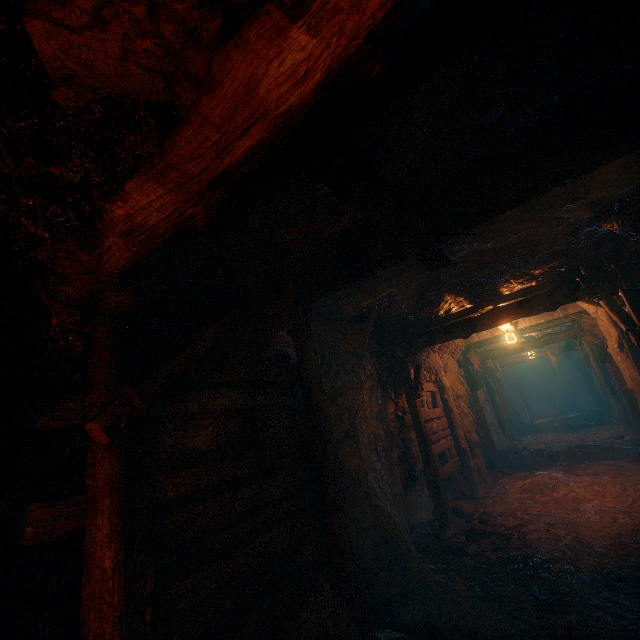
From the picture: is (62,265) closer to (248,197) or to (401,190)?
(248,197)

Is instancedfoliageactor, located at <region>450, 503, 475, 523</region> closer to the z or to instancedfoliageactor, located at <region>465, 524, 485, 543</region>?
the z

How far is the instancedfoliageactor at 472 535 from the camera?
5.82m

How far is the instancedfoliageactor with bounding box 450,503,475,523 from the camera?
6.9 meters

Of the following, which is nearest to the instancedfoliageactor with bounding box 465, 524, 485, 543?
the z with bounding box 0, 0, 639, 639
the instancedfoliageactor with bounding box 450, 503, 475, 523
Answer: the z with bounding box 0, 0, 639, 639

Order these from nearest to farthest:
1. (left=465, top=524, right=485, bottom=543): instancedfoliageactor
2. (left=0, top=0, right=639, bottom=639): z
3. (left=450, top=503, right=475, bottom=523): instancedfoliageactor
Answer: (left=0, top=0, right=639, bottom=639): z, (left=465, top=524, right=485, bottom=543): instancedfoliageactor, (left=450, top=503, right=475, bottom=523): instancedfoliageactor

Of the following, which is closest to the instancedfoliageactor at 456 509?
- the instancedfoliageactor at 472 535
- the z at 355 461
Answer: the z at 355 461

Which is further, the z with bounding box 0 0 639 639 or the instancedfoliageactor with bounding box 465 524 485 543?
the instancedfoliageactor with bounding box 465 524 485 543
